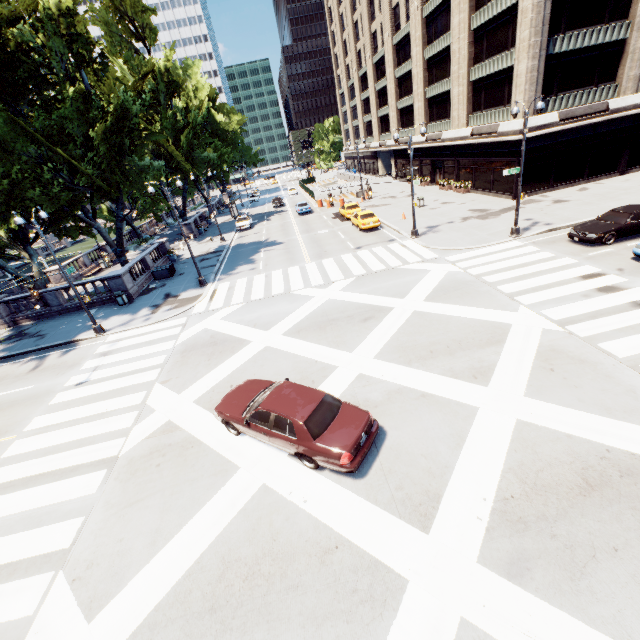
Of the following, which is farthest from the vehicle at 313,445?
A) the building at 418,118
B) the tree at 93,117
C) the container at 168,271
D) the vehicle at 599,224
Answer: the building at 418,118

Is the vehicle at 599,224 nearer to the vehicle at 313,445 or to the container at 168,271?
the vehicle at 313,445

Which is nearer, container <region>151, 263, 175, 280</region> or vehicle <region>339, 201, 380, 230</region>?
container <region>151, 263, 175, 280</region>

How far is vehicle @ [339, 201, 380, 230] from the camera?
28.5m

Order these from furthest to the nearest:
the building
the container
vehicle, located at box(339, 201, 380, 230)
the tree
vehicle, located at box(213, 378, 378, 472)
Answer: vehicle, located at box(339, 201, 380, 230) → the container → the building → the tree → vehicle, located at box(213, 378, 378, 472)

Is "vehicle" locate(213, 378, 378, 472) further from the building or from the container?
the building

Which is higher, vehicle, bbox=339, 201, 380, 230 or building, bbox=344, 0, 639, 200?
building, bbox=344, 0, 639, 200

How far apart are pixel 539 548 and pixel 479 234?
20.58m
